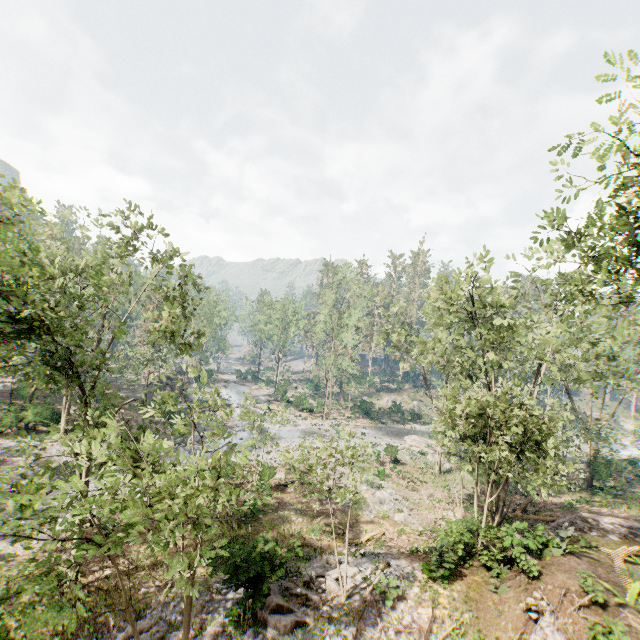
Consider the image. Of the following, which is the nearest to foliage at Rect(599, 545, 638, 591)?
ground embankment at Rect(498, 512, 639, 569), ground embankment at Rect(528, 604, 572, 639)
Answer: ground embankment at Rect(498, 512, 639, 569)

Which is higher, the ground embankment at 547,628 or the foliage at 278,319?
the foliage at 278,319

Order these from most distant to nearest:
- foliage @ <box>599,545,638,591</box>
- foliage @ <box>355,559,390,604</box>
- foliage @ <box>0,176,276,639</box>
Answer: foliage @ <box>355,559,390,604</box> < foliage @ <box>599,545,638,591</box> < foliage @ <box>0,176,276,639</box>

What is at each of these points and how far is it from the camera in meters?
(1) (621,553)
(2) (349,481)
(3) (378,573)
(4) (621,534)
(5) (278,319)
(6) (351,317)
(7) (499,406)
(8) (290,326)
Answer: (1) foliage, 14.7
(2) foliage, 27.8
(3) foliage, 15.4
(4) ground embankment, 17.8
(5) foliage, 58.9
(6) foliage, 46.4
(7) foliage, 14.4
(8) foliage, 58.6

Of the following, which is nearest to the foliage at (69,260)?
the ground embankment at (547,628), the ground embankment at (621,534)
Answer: the ground embankment at (621,534)

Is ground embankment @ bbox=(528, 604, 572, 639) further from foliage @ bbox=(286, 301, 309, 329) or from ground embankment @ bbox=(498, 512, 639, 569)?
ground embankment @ bbox=(498, 512, 639, 569)
